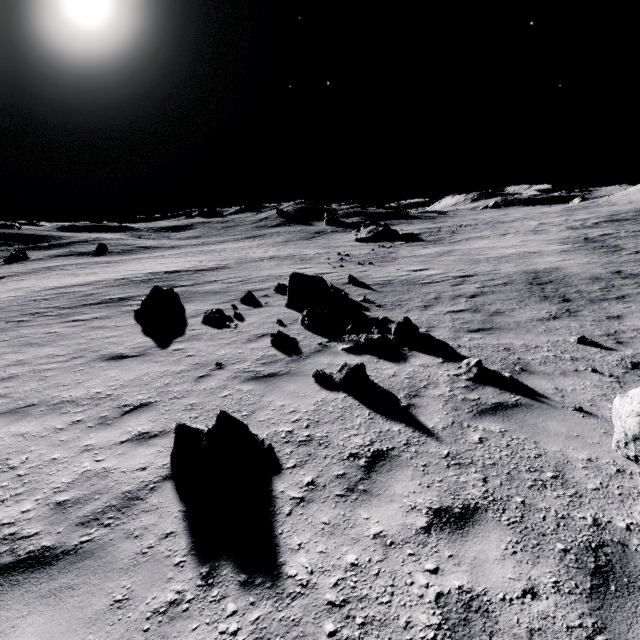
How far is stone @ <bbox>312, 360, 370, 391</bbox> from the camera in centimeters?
564cm

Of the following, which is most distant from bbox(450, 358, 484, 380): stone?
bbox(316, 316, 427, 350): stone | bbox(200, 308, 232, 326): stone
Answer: bbox(200, 308, 232, 326): stone

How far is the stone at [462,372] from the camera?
5.9m

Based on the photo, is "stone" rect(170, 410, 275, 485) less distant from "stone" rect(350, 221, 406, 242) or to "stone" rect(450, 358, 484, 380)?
"stone" rect(450, 358, 484, 380)

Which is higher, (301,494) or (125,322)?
(301,494)

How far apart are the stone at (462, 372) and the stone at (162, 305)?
10.4 meters

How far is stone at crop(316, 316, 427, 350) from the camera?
7.61m

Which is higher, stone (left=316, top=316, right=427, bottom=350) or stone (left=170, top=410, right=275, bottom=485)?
stone (left=170, top=410, right=275, bottom=485)
